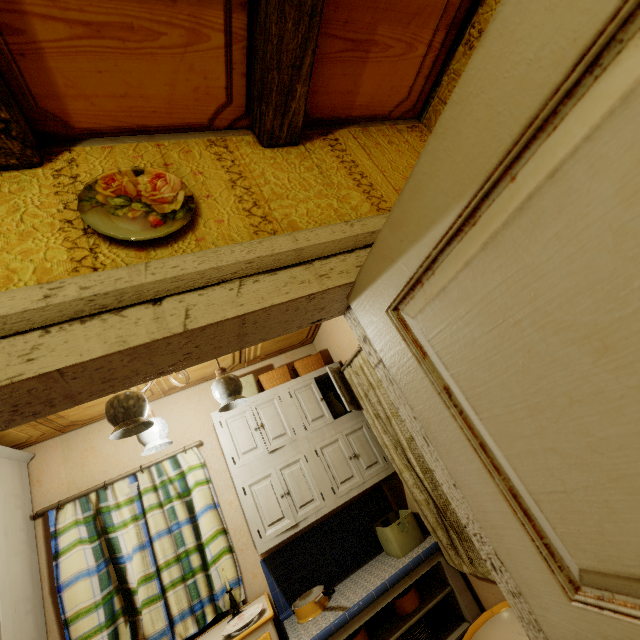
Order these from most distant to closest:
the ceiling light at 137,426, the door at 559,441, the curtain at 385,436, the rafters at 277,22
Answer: the curtain at 385,436, the ceiling light at 137,426, the rafters at 277,22, the door at 559,441

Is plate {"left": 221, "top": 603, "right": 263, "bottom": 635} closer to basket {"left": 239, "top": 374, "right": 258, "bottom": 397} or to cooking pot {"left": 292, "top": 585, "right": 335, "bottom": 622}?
cooking pot {"left": 292, "top": 585, "right": 335, "bottom": 622}

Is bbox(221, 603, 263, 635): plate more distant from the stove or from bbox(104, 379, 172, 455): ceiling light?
bbox(104, 379, 172, 455): ceiling light

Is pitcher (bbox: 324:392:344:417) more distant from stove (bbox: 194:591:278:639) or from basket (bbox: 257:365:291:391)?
stove (bbox: 194:591:278:639)

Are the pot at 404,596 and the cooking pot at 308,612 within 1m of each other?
yes

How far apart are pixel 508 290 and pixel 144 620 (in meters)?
3.21

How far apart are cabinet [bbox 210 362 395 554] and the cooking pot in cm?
41

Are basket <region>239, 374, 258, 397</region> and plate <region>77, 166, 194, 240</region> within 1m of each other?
no
